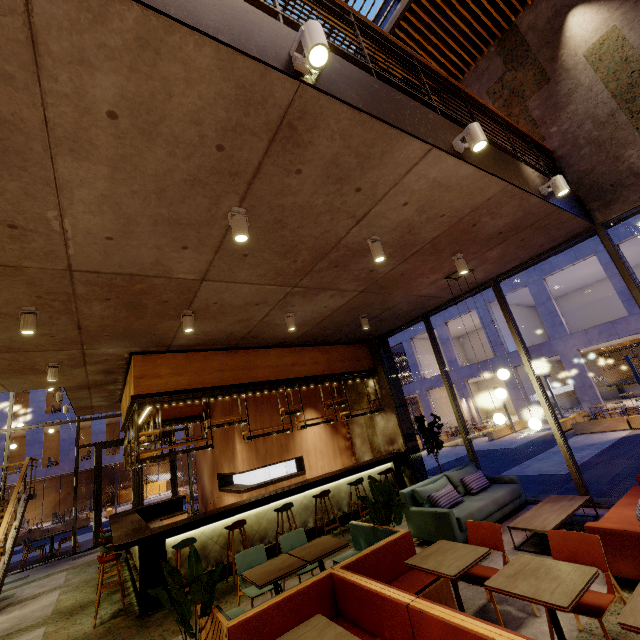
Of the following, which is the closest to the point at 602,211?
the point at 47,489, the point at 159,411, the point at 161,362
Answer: the point at 161,362

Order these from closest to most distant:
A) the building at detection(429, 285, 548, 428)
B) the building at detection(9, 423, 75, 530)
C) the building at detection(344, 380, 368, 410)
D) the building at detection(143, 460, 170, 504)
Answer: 1. the building at detection(344, 380, 368, 410)
2. the building at detection(429, 285, 548, 428)
3. the building at detection(9, 423, 75, 530)
4. the building at detection(143, 460, 170, 504)

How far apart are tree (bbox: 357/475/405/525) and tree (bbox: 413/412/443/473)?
2.9m

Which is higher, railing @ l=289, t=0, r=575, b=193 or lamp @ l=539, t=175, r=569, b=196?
railing @ l=289, t=0, r=575, b=193

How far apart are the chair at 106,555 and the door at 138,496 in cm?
676

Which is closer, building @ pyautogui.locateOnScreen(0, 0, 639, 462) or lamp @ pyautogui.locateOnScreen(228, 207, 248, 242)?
building @ pyautogui.locateOnScreen(0, 0, 639, 462)

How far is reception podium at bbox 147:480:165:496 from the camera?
30.8 meters

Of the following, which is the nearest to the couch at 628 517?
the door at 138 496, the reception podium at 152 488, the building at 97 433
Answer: the door at 138 496
